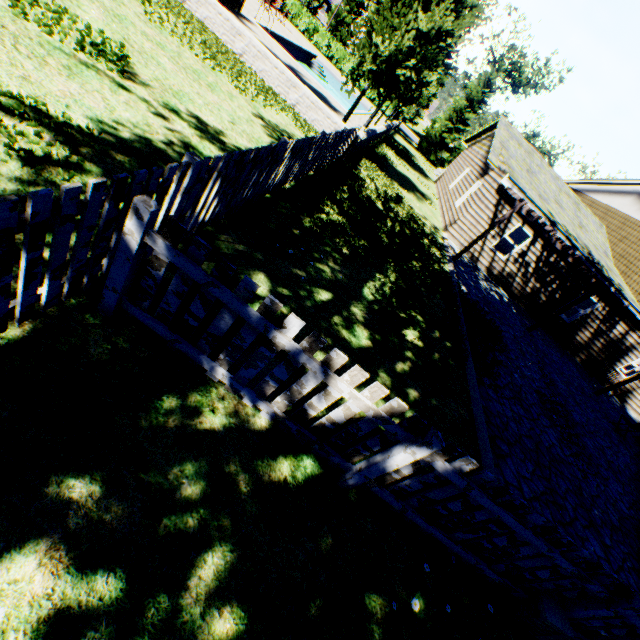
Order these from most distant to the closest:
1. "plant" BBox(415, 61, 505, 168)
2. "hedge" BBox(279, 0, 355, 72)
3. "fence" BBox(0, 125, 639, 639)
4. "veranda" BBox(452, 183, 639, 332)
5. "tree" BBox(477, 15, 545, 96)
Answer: "tree" BBox(477, 15, 545, 96) < "hedge" BBox(279, 0, 355, 72) < "plant" BBox(415, 61, 505, 168) < "veranda" BBox(452, 183, 639, 332) < "fence" BBox(0, 125, 639, 639)

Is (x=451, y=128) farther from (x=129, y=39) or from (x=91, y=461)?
(x=91, y=461)

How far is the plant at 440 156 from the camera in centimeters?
3198cm

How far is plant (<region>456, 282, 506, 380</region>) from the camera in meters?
8.1 m

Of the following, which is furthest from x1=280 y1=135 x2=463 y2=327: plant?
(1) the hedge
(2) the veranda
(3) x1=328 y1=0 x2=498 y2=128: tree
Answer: (1) the hedge

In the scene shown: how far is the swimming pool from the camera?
20.4m

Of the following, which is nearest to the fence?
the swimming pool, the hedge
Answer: the swimming pool

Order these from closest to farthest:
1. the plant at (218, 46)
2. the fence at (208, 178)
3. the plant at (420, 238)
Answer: the fence at (208, 178), the plant at (420, 238), the plant at (218, 46)
